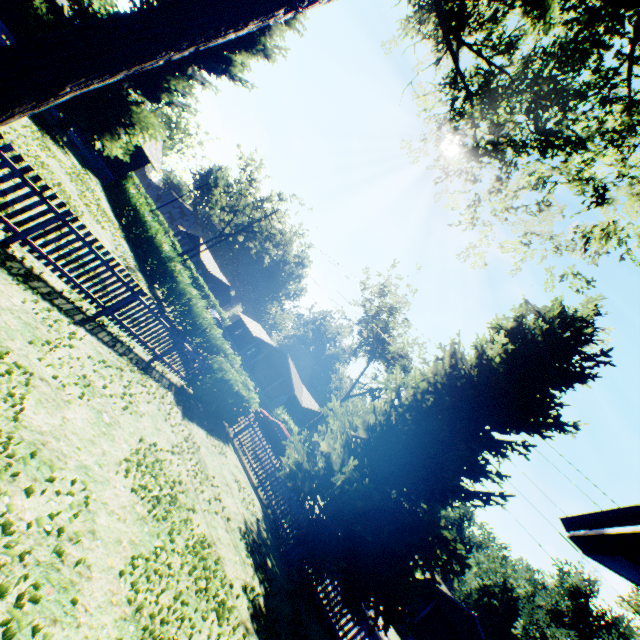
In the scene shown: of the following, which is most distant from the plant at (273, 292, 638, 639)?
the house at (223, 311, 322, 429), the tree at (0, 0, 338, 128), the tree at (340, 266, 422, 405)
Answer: the house at (223, 311, 322, 429)

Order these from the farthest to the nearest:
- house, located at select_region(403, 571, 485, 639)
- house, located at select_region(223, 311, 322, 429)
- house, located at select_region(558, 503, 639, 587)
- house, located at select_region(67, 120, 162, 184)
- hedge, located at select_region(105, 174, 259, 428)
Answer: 1. house, located at select_region(223, 311, 322, 429)
2. house, located at select_region(403, 571, 485, 639)
3. house, located at select_region(67, 120, 162, 184)
4. hedge, located at select_region(105, 174, 259, 428)
5. house, located at select_region(558, 503, 639, 587)

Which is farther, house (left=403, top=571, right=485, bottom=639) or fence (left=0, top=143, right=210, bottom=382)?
house (left=403, top=571, right=485, bottom=639)

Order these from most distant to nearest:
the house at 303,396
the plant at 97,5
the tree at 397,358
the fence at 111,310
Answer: the house at 303,396 < the tree at 397,358 < the plant at 97,5 < the fence at 111,310

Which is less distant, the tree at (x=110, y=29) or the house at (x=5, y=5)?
the tree at (x=110, y=29)

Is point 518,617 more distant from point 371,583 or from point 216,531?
point 216,531

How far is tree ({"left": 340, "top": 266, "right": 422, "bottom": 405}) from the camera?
31.64m

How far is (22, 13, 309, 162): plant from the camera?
19.9 meters
